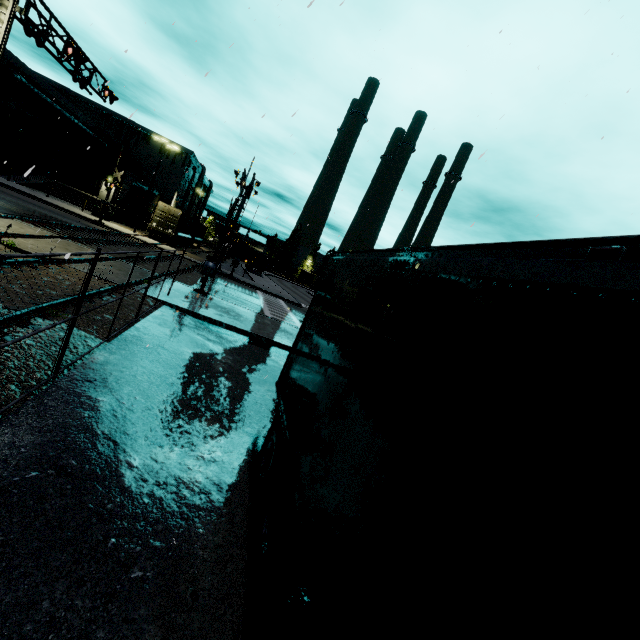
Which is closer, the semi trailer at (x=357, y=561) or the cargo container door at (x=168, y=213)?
the semi trailer at (x=357, y=561)

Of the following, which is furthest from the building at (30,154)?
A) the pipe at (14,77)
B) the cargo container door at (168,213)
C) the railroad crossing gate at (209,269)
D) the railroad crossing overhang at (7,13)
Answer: the railroad crossing gate at (209,269)

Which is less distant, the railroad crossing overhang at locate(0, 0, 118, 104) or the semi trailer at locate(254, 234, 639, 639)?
the semi trailer at locate(254, 234, 639, 639)

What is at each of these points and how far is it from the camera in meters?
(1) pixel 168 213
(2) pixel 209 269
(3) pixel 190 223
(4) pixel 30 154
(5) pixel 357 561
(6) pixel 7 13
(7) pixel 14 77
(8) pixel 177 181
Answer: (1) cargo container door, 35.5 m
(2) railroad crossing gate, 16.0 m
(3) cargo container, 42.9 m
(4) building, 36.5 m
(5) semi trailer, 2.1 m
(6) railroad crossing overhang, 11.7 m
(7) pipe, 28.8 m
(8) building, 59.3 m

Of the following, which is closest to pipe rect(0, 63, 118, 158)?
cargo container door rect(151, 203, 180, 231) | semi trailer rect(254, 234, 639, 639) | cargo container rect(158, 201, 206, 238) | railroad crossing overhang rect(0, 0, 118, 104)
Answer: cargo container rect(158, 201, 206, 238)

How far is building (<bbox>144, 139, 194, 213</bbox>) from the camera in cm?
5706

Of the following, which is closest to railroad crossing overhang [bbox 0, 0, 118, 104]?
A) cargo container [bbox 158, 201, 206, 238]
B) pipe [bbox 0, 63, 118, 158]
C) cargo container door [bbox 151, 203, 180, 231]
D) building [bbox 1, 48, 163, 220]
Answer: cargo container [bbox 158, 201, 206, 238]

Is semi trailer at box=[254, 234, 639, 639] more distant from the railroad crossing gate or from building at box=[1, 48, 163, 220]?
the railroad crossing gate
